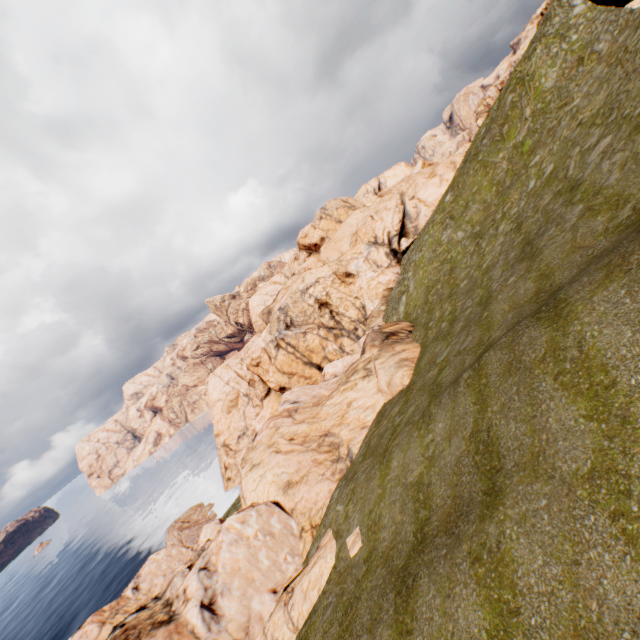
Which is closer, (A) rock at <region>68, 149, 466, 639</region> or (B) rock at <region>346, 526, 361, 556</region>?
(B) rock at <region>346, 526, 361, 556</region>

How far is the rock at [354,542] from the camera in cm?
1335

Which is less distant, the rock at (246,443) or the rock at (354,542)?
the rock at (354,542)

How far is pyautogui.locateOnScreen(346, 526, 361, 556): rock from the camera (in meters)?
13.35

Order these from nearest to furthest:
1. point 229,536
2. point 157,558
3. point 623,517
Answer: point 623,517, point 229,536, point 157,558
